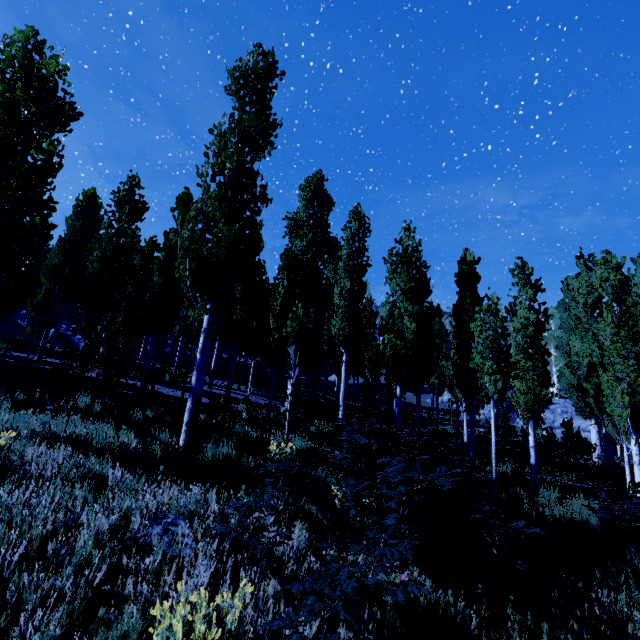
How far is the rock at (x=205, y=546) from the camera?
3.3m

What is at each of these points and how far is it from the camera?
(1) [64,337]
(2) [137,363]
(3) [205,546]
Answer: (1) rock, 24.0m
(2) rock, 20.1m
(3) rock, 3.7m

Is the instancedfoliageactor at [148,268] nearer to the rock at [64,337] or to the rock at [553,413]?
the rock at [553,413]

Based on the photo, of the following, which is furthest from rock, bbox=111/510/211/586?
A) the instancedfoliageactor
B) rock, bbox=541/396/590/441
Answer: rock, bbox=541/396/590/441

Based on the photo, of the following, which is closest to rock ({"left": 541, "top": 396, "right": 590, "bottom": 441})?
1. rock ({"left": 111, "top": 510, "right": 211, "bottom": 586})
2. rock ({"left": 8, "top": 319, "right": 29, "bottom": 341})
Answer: rock ({"left": 8, "top": 319, "right": 29, "bottom": 341})

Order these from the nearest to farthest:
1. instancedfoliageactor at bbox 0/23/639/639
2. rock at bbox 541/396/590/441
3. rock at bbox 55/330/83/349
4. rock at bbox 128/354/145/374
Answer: instancedfoliageactor at bbox 0/23/639/639 < rock at bbox 128/354/145/374 < rock at bbox 55/330/83/349 < rock at bbox 541/396/590/441

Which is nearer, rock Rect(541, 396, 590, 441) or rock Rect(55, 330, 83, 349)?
rock Rect(55, 330, 83, 349)

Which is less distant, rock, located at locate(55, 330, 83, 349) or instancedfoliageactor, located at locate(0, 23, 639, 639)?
instancedfoliageactor, located at locate(0, 23, 639, 639)
